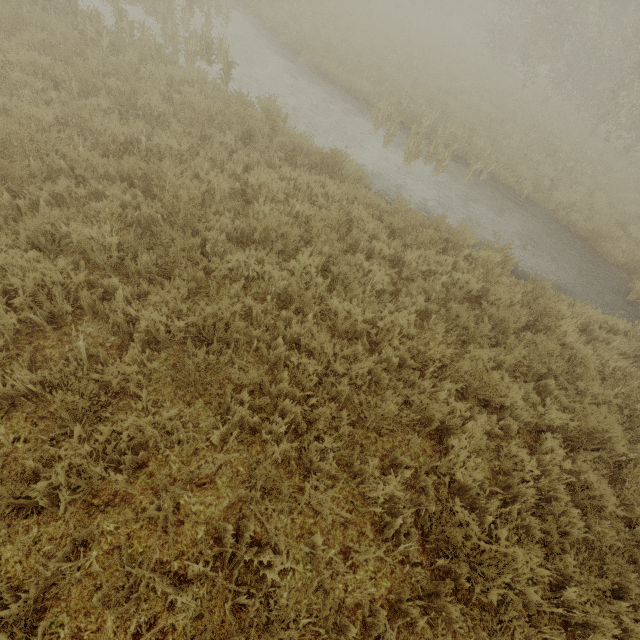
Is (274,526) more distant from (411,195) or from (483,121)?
(483,121)
